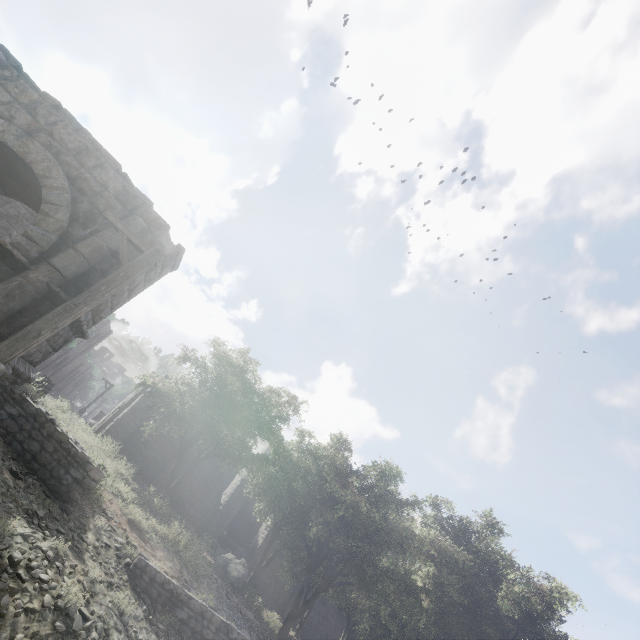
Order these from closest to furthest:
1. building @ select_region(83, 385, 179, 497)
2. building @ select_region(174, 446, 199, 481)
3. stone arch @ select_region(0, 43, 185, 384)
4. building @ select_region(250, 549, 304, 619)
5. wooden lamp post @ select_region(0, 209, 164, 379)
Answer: wooden lamp post @ select_region(0, 209, 164, 379) → stone arch @ select_region(0, 43, 185, 384) → building @ select_region(83, 385, 179, 497) → building @ select_region(174, 446, 199, 481) → building @ select_region(250, 549, 304, 619)

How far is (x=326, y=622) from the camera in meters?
27.8

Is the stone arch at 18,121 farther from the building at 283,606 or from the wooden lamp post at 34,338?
the wooden lamp post at 34,338

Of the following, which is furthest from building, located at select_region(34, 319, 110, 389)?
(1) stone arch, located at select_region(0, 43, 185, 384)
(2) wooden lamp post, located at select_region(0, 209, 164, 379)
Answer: (2) wooden lamp post, located at select_region(0, 209, 164, 379)

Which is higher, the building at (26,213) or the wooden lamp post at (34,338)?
the building at (26,213)

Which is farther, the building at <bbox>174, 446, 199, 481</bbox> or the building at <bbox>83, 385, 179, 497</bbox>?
the building at <bbox>174, 446, 199, 481</bbox>

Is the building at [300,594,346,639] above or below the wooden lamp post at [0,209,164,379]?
below
